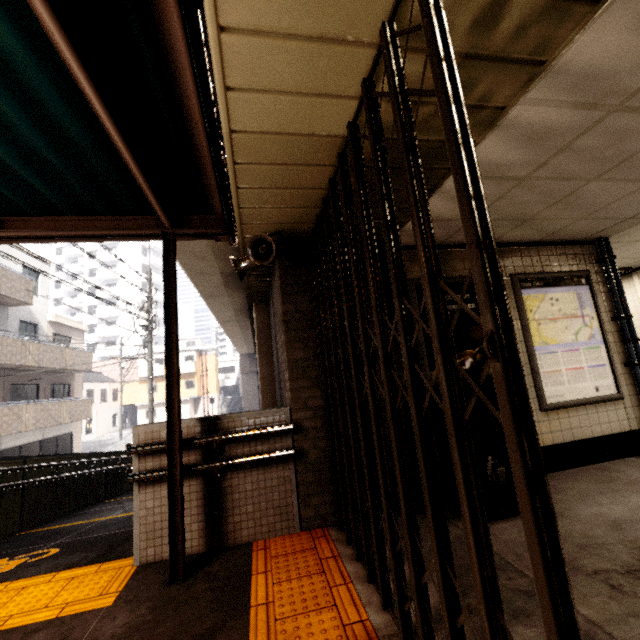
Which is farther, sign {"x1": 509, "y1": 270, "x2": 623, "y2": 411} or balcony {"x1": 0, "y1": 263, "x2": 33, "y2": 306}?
balcony {"x1": 0, "y1": 263, "x2": 33, "y2": 306}

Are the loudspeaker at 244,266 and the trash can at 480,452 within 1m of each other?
no

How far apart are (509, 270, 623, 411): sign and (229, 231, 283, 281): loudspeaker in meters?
3.1

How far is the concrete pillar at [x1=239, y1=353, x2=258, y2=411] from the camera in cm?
3419

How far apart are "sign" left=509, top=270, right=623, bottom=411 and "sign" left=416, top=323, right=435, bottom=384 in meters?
0.2 m

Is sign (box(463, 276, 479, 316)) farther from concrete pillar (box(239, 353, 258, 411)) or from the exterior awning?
concrete pillar (box(239, 353, 258, 411))

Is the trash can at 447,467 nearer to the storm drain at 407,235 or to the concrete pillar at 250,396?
the storm drain at 407,235

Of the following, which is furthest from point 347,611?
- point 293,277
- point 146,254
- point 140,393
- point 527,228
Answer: point 146,254
